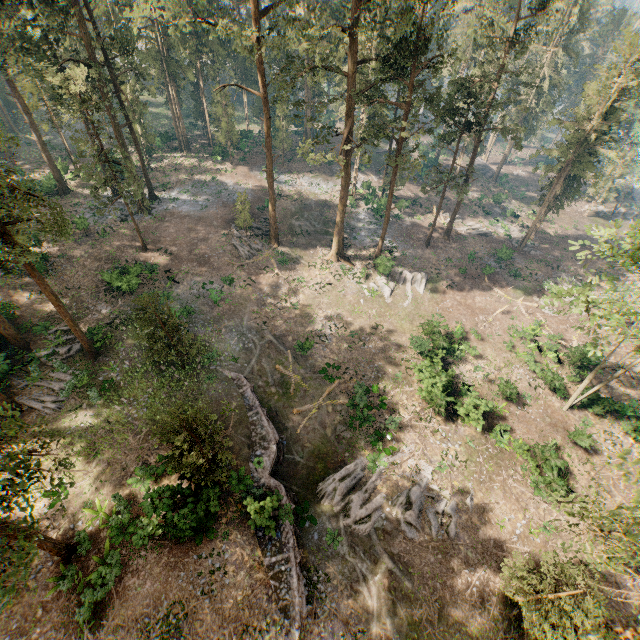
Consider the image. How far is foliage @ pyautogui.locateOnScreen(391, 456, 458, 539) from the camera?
20.3m

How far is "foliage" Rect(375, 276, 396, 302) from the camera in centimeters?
3553cm

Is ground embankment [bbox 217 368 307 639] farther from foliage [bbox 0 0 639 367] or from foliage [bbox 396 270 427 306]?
foliage [bbox 396 270 427 306]

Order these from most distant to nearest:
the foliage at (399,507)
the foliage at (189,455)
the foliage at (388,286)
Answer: the foliage at (388,286), the foliage at (399,507), the foliage at (189,455)

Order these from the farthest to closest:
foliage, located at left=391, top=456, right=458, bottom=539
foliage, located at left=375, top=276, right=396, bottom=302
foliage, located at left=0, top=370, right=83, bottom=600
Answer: foliage, located at left=375, top=276, right=396, bottom=302 < foliage, located at left=391, top=456, right=458, bottom=539 < foliage, located at left=0, top=370, right=83, bottom=600

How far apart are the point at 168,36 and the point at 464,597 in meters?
63.3 m

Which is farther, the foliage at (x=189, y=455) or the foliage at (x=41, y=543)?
the foliage at (x=189, y=455)

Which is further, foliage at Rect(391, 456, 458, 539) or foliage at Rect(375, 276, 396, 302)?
foliage at Rect(375, 276, 396, 302)
